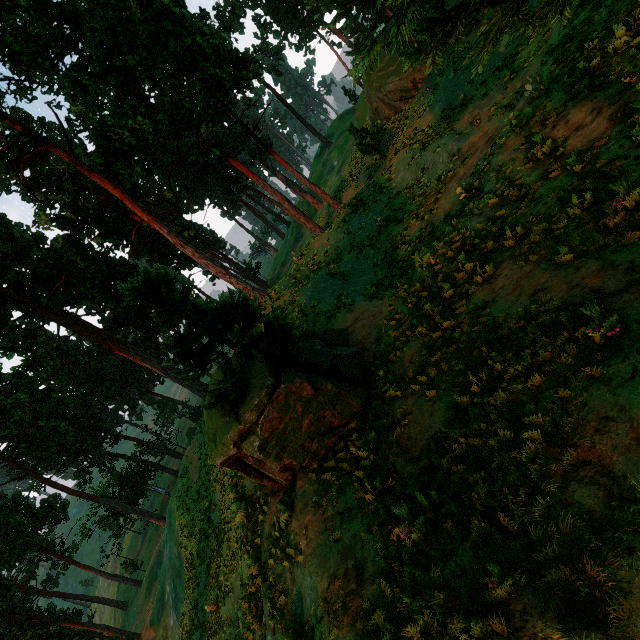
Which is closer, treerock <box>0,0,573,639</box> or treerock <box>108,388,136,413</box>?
treerock <box>0,0,573,639</box>

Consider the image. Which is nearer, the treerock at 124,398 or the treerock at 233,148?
the treerock at 233,148

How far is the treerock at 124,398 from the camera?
56.2 meters

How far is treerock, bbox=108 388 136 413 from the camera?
56.2m

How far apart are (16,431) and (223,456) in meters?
56.0 m
